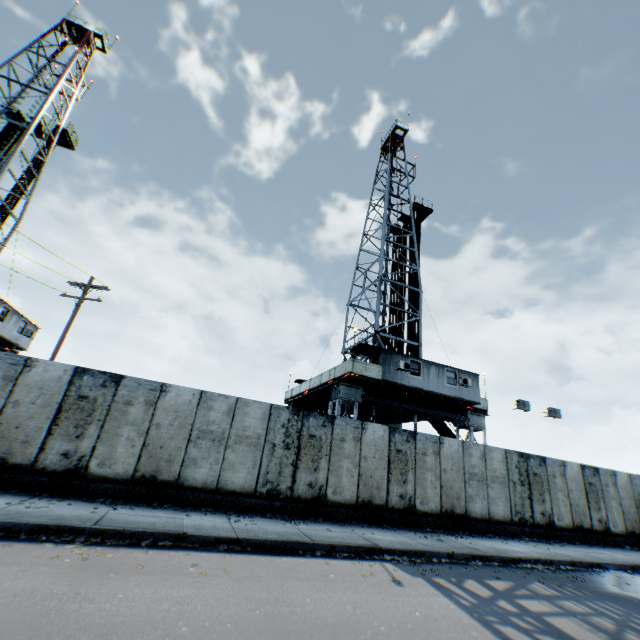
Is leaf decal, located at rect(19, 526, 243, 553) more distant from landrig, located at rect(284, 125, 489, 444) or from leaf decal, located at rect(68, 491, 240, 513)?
landrig, located at rect(284, 125, 489, 444)

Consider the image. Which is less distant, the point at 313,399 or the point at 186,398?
the point at 186,398

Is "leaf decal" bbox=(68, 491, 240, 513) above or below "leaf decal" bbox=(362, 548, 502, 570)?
above

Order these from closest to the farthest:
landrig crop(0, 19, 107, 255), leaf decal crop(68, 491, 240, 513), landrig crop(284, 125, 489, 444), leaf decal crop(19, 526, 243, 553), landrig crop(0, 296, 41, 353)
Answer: leaf decal crop(19, 526, 243, 553), leaf decal crop(68, 491, 240, 513), landrig crop(284, 125, 489, 444), landrig crop(0, 296, 41, 353), landrig crop(0, 19, 107, 255)

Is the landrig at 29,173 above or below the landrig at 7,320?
above

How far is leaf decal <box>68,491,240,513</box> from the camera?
8.58m

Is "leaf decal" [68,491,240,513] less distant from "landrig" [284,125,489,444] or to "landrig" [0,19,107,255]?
"landrig" [284,125,489,444]

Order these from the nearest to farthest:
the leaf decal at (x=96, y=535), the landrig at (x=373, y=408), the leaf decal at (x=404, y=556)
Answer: the leaf decal at (x=96, y=535) < the leaf decal at (x=404, y=556) < the landrig at (x=373, y=408)
